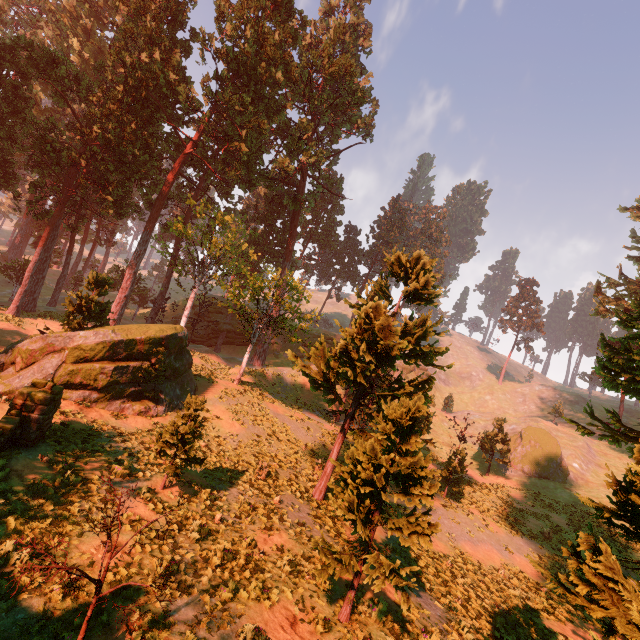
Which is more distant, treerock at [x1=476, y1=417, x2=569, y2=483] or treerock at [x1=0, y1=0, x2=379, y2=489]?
treerock at [x1=476, y1=417, x2=569, y2=483]

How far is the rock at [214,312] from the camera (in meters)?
47.78

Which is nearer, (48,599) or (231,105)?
(48,599)

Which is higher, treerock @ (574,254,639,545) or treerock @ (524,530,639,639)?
treerock @ (574,254,639,545)

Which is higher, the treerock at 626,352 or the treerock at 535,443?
the treerock at 626,352

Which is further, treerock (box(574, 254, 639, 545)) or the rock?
the rock
